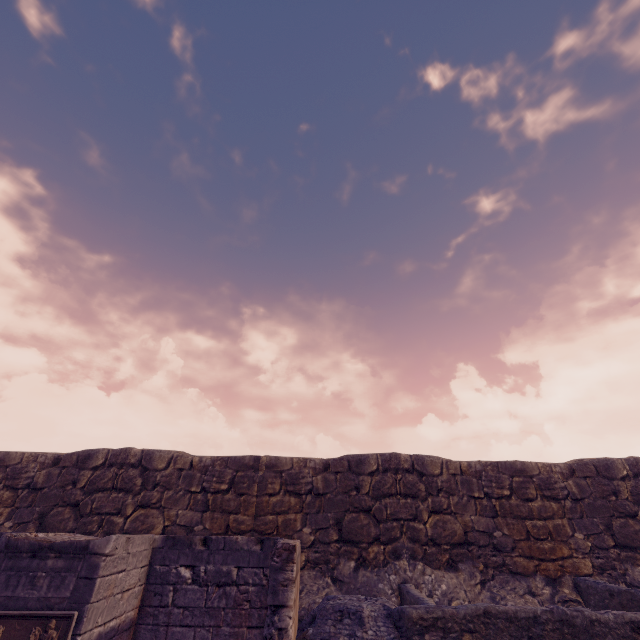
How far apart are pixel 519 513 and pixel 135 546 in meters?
10.3
